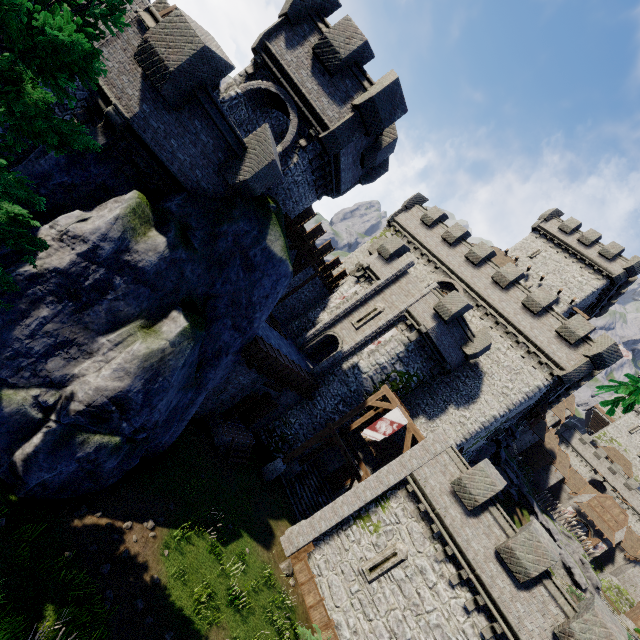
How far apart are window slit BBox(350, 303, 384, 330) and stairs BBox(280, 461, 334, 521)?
10.6m

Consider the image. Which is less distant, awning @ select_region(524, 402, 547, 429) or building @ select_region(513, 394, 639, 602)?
awning @ select_region(524, 402, 547, 429)

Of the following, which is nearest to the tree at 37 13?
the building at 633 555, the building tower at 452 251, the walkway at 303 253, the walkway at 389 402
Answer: the walkway at 303 253

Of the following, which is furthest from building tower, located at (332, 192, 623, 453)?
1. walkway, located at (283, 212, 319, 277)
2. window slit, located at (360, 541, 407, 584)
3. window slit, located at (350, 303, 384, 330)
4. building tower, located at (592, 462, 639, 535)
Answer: building tower, located at (592, 462, 639, 535)

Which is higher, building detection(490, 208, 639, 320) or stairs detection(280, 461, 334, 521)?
building detection(490, 208, 639, 320)

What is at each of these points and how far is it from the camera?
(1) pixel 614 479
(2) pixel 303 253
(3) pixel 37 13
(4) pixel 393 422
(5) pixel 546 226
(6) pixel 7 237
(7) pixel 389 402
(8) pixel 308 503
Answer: (1) building tower, 58.7 meters
(2) walkway, 18.0 meters
(3) tree, 4.8 meters
(4) flag, 19.0 meters
(5) building, 38.6 meters
(6) tree, 6.7 meters
(7) walkway, 22.4 meters
(8) stairs, 22.2 meters

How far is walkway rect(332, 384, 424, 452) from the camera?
18.6m

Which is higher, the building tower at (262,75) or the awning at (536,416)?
the awning at (536,416)
